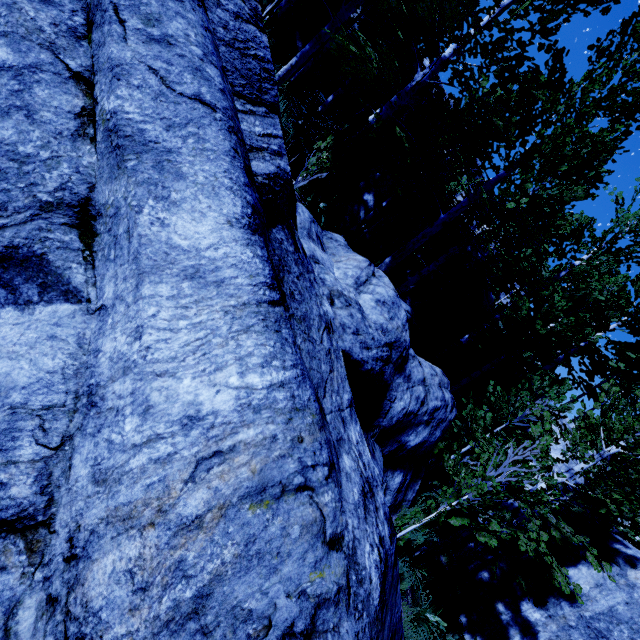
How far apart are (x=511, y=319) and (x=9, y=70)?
14.60m

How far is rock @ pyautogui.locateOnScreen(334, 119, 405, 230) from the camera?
12.5 meters

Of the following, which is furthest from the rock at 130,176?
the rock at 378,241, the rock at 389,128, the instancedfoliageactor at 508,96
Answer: the rock at 389,128

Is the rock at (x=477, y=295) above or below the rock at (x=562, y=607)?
above

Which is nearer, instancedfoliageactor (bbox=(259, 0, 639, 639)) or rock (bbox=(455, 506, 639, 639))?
instancedfoliageactor (bbox=(259, 0, 639, 639))

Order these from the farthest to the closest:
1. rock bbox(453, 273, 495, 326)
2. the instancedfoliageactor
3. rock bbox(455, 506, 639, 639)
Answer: rock bbox(453, 273, 495, 326) → rock bbox(455, 506, 639, 639) → the instancedfoliageactor

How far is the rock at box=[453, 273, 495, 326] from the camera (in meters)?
13.88
